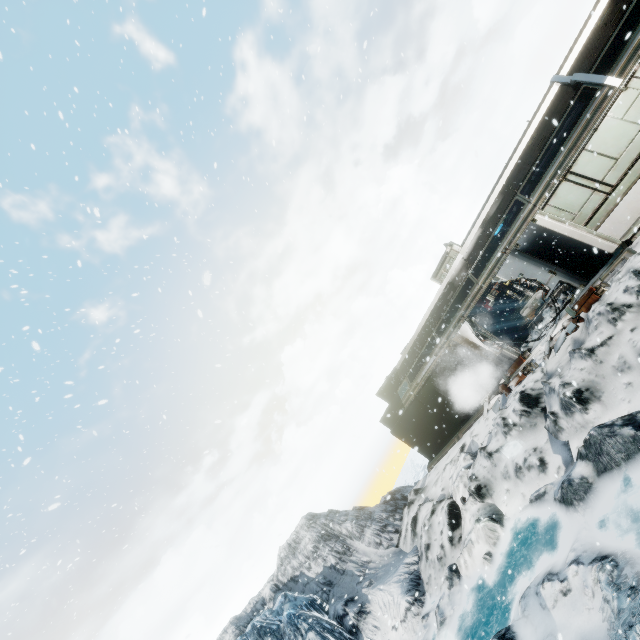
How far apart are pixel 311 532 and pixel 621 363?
18.1m

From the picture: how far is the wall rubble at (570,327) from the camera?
10.1 meters

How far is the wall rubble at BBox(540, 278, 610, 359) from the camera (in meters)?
10.12
